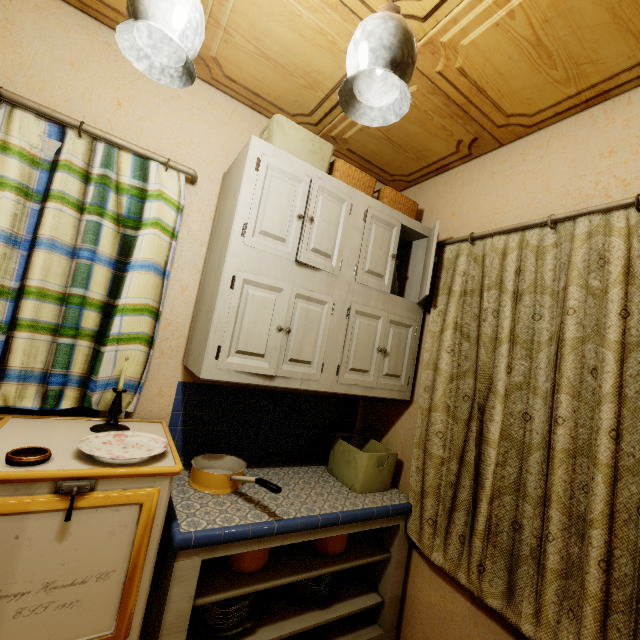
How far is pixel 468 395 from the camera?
1.69m

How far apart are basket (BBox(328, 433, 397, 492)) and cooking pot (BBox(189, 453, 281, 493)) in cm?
60

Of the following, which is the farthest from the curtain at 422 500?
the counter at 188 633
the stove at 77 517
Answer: the stove at 77 517

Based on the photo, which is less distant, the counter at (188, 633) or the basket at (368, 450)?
the counter at (188, 633)

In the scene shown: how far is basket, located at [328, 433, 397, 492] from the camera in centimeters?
181cm

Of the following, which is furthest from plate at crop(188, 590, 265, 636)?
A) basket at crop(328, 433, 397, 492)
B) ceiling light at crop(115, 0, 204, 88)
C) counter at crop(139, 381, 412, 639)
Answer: ceiling light at crop(115, 0, 204, 88)

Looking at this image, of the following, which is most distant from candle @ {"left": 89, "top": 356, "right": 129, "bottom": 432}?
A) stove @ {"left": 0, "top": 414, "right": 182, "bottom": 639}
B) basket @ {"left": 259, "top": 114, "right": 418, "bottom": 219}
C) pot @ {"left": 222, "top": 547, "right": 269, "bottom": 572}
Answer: basket @ {"left": 259, "top": 114, "right": 418, "bottom": 219}

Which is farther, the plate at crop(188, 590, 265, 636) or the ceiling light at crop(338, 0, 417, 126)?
the plate at crop(188, 590, 265, 636)
